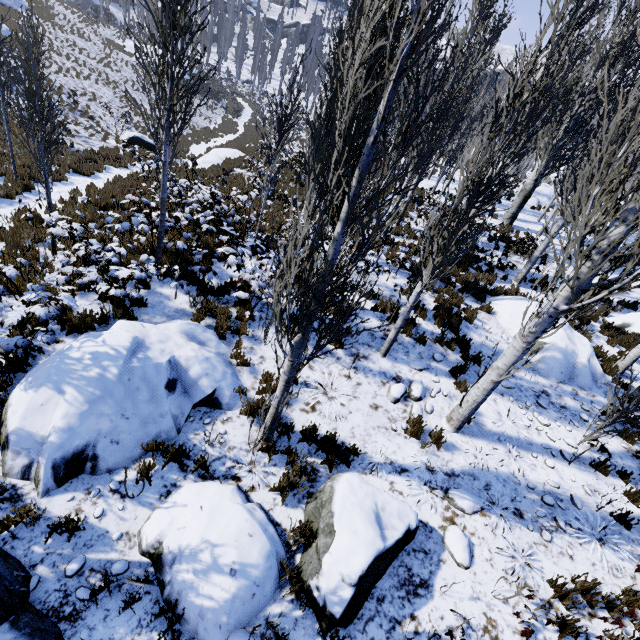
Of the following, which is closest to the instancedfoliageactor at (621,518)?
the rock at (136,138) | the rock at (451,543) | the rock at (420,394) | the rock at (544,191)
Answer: the rock at (544,191)

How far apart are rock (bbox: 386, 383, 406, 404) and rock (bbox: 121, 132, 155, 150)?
20.4 meters

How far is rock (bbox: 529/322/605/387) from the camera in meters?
9.0

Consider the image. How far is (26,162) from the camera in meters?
11.7

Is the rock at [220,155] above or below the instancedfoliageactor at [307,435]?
above

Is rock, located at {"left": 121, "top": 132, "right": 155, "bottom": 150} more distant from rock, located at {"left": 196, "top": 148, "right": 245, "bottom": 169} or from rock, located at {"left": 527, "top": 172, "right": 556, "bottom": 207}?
rock, located at {"left": 527, "top": 172, "right": 556, "bottom": 207}

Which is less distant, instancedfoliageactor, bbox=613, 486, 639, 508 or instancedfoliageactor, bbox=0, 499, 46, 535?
instancedfoliageactor, bbox=0, 499, 46, 535

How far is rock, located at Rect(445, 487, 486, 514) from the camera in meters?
5.4 m
